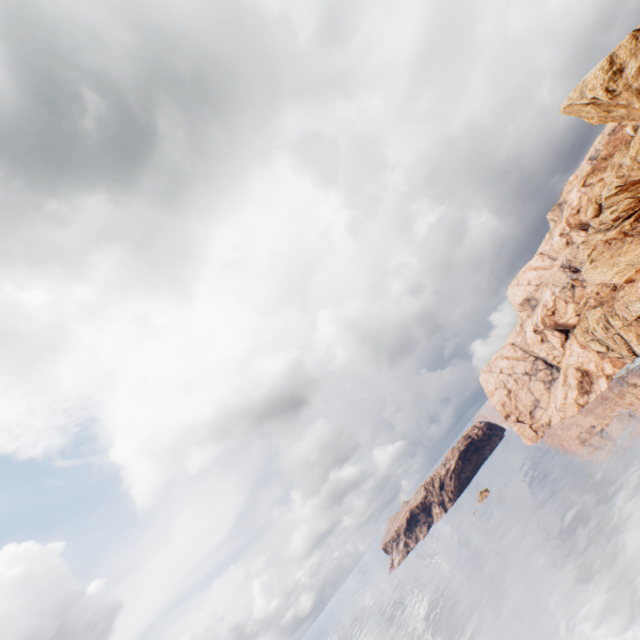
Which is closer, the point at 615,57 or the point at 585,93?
the point at 615,57
